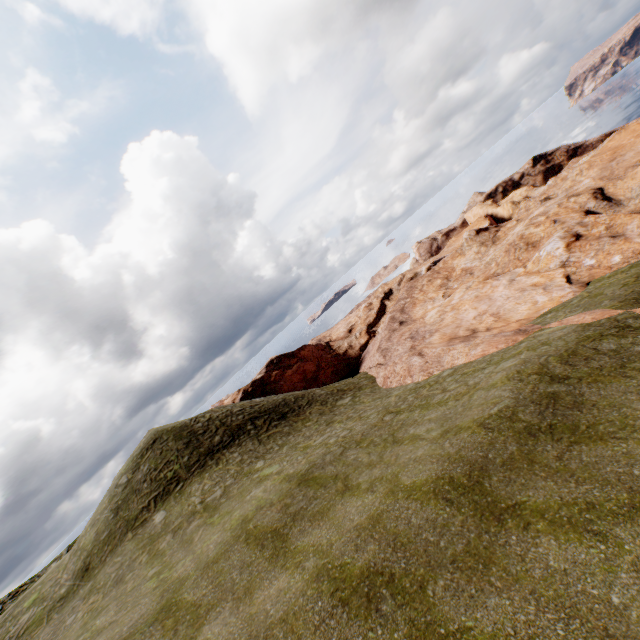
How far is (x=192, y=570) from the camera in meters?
12.3 m
